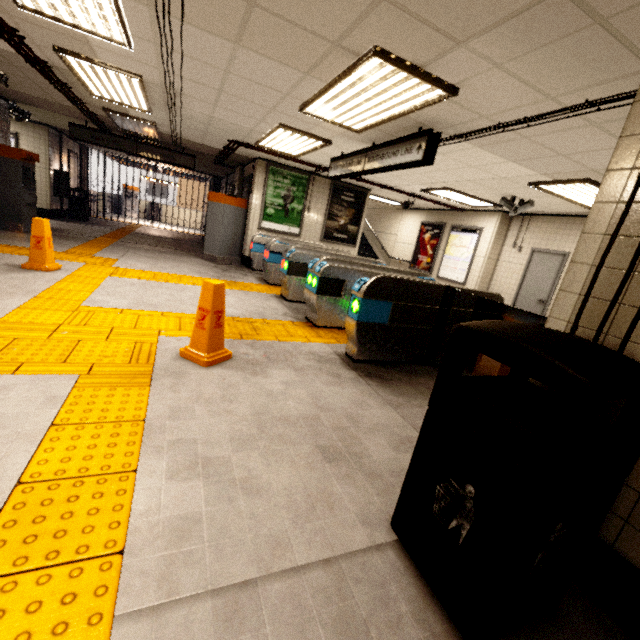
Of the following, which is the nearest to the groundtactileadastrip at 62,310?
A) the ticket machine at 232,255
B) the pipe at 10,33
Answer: the ticket machine at 232,255

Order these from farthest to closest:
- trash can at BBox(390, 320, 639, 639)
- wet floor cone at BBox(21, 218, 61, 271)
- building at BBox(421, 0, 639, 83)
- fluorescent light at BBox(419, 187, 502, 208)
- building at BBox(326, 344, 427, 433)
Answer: fluorescent light at BBox(419, 187, 502, 208)
wet floor cone at BBox(21, 218, 61, 271)
building at BBox(326, 344, 427, 433)
building at BBox(421, 0, 639, 83)
trash can at BBox(390, 320, 639, 639)

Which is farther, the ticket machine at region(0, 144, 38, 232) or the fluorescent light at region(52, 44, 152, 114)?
the ticket machine at region(0, 144, 38, 232)

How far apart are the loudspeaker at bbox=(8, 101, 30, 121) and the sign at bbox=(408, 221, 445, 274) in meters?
11.8 m

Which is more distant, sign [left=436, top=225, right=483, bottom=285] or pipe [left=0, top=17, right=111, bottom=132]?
sign [left=436, top=225, right=483, bottom=285]

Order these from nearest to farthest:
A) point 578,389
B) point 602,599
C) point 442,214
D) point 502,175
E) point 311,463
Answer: point 578,389
point 602,599
point 311,463
point 502,175
point 442,214

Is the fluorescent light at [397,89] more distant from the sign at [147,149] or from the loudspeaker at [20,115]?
the loudspeaker at [20,115]

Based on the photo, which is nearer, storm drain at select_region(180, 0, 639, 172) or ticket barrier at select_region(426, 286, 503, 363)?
storm drain at select_region(180, 0, 639, 172)
